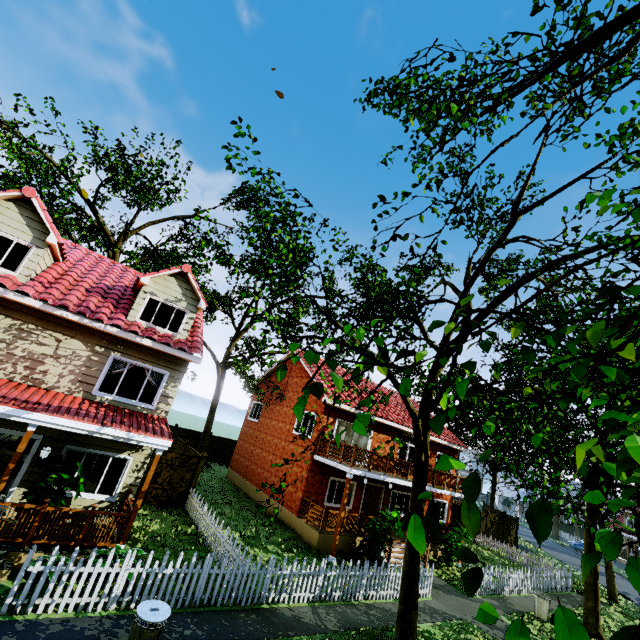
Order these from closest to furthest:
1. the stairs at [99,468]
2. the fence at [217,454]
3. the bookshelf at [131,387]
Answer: the stairs at [99,468] → the bookshelf at [131,387] → the fence at [217,454]

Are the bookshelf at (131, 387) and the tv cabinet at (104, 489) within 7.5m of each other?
yes

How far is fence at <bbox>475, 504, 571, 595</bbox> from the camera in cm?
1588

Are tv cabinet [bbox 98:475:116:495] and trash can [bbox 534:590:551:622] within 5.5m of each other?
no

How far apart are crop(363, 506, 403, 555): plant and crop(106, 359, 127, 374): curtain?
12.1 meters

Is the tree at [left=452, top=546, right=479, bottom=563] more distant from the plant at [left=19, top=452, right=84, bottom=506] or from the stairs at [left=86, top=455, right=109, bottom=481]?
the stairs at [left=86, top=455, right=109, bottom=481]

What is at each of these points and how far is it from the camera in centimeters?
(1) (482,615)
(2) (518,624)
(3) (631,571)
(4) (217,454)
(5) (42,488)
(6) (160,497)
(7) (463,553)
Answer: (1) tree, 106cm
(2) tree, 95cm
(3) tree, 117cm
(4) fence, 2828cm
(5) plant, 861cm
(6) fence, 1427cm
(7) tree, 136cm

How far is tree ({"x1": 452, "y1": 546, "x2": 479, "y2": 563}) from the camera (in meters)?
1.33
